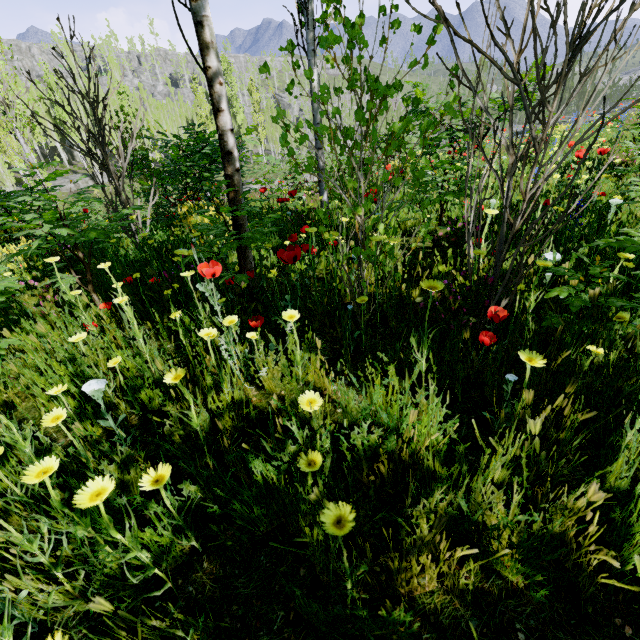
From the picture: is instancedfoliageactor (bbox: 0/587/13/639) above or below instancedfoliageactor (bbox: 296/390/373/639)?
below

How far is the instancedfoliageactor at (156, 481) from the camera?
1.0m

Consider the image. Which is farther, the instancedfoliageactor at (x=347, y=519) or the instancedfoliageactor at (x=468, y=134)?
the instancedfoliageactor at (x=468, y=134)

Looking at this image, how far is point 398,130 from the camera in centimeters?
156cm

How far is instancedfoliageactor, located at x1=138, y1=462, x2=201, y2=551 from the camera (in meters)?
0.96

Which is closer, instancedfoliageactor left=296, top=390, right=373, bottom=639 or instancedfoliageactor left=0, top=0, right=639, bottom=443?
instancedfoliageactor left=296, top=390, right=373, bottom=639
